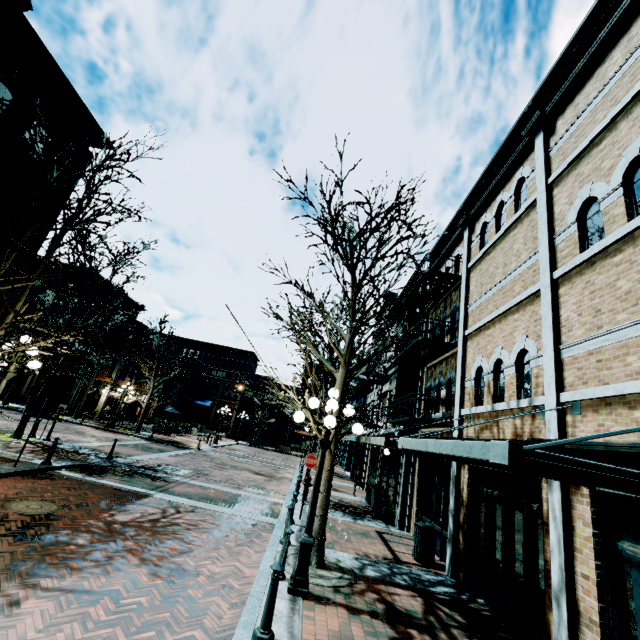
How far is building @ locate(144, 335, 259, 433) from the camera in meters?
42.2

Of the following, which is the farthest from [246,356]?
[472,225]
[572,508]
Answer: [572,508]

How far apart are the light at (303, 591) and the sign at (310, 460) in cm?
463

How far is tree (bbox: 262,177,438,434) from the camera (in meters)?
7.79

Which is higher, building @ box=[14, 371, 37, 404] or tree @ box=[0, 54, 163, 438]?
tree @ box=[0, 54, 163, 438]

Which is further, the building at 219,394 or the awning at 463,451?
the building at 219,394

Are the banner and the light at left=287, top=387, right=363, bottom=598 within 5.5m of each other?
no

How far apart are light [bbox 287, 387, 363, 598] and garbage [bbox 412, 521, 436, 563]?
4.43m
